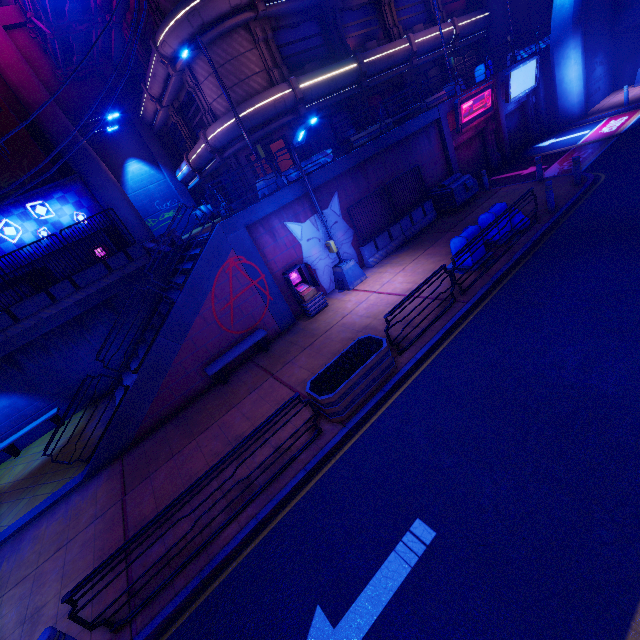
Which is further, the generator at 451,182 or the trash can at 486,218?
the generator at 451,182

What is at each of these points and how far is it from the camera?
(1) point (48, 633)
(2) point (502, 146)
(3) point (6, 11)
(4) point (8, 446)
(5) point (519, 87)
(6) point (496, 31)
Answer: (1) post, 4.7m
(2) column, 19.5m
(3) beam, 20.2m
(4) bench, 13.3m
(5) sign, 19.2m
(6) building, 25.0m

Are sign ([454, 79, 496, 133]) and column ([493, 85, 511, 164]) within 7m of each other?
yes

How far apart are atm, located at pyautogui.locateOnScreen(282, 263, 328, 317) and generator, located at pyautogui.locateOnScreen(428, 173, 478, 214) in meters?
8.0

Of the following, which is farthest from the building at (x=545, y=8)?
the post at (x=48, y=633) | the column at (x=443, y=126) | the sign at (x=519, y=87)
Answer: the post at (x=48, y=633)

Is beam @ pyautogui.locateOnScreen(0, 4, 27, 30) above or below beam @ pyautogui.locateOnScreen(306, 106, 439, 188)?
above

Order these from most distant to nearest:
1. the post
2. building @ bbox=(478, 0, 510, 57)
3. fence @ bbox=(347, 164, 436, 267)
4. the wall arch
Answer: building @ bbox=(478, 0, 510, 57) < the wall arch < fence @ bbox=(347, 164, 436, 267) < the post

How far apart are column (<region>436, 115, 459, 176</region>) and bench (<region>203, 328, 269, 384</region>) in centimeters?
1344cm
